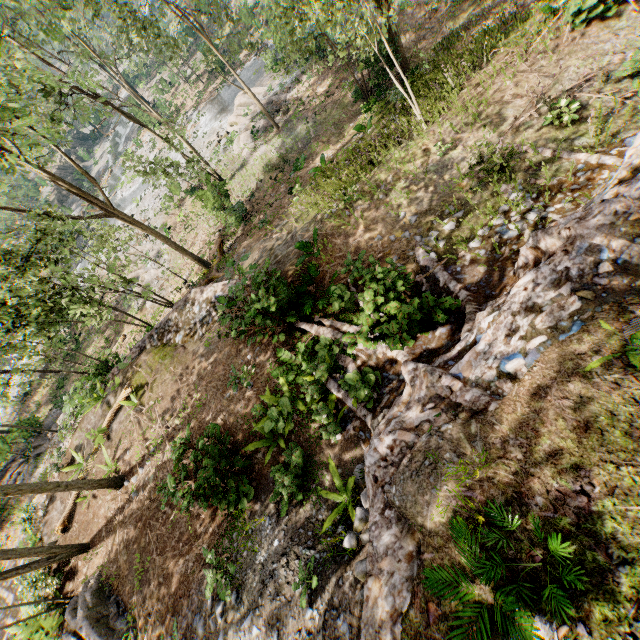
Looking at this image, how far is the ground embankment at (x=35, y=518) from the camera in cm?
1434

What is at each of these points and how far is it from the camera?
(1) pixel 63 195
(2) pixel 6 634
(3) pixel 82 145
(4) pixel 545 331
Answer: (1) rock, 48.8m
(2) ground embankment, 13.8m
(3) rock, 54.8m
(4) ground embankment, 5.2m

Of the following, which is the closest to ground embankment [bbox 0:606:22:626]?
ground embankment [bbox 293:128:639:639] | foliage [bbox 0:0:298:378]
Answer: foliage [bbox 0:0:298:378]

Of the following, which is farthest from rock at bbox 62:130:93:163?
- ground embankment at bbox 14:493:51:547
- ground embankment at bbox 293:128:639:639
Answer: ground embankment at bbox 293:128:639:639

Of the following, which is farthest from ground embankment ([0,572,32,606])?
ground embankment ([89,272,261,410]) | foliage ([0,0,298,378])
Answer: ground embankment ([89,272,261,410])

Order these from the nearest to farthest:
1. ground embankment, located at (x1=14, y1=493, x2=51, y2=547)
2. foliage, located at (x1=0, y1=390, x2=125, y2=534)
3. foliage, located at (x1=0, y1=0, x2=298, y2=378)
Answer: foliage, located at (x1=0, y1=390, x2=125, y2=534) → foliage, located at (x1=0, y1=0, x2=298, y2=378) → ground embankment, located at (x1=14, y1=493, x2=51, y2=547)

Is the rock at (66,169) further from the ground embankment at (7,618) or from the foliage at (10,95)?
the ground embankment at (7,618)

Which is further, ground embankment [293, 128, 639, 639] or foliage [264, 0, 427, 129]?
foliage [264, 0, 427, 129]
